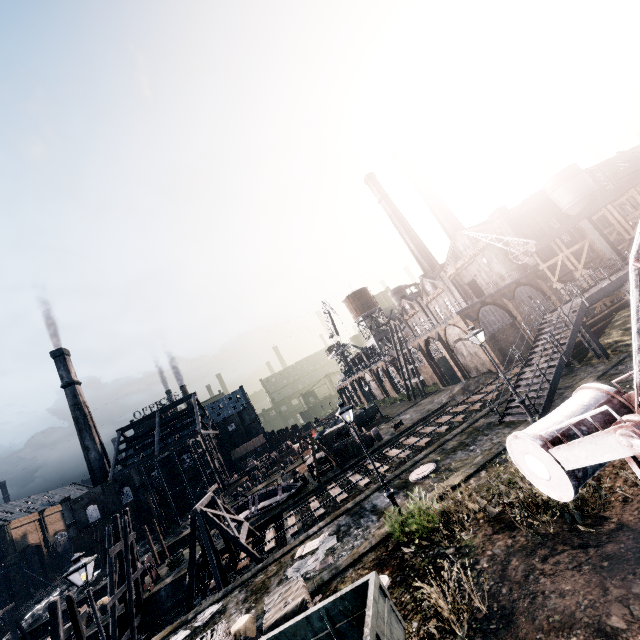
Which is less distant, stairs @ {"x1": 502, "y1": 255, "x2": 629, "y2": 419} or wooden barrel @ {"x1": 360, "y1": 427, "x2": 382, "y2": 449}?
stairs @ {"x1": 502, "y1": 255, "x2": 629, "y2": 419}

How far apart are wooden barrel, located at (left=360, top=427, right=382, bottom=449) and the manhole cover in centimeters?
1574cm

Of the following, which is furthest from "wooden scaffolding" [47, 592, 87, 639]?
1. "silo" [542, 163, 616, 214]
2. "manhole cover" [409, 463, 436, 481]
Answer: "silo" [542, 163, 616, 214]

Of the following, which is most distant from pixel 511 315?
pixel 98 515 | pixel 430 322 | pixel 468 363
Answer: pixel 98 515

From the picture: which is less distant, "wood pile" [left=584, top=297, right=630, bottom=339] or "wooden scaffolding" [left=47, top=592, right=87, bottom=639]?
"wooden scaffolding" [left=47, top=592, right=87, bottom=639]

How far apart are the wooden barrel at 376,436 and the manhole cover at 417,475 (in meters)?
15.74

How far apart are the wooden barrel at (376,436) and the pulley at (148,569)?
22.5 meters

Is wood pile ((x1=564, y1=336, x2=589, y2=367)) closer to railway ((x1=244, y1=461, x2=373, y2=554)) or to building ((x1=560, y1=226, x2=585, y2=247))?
railway ((x1=244, y1=461, x2=373, y2=554))
